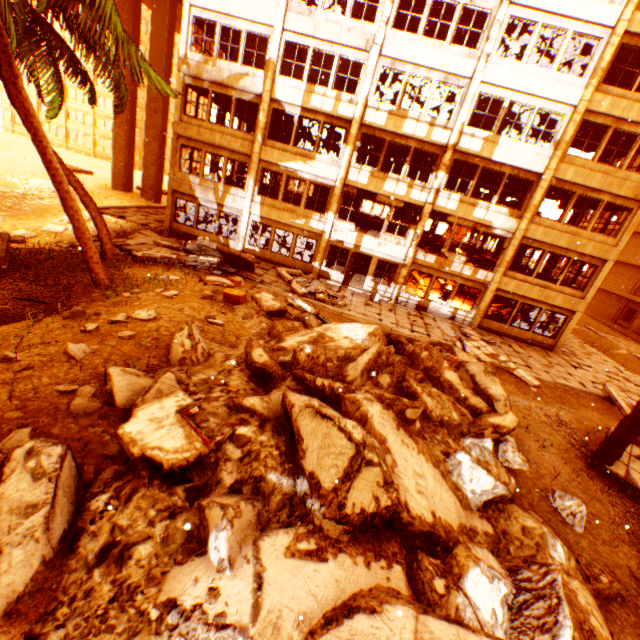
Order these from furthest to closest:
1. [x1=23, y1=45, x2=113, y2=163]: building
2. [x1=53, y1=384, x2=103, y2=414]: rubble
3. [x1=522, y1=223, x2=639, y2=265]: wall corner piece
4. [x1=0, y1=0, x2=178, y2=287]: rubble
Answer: [x1=23, y1=45, x2=113, y2=163]: building < [x1=522, y1=223, x2=639, y2=265]: wall corner piece < [x1=0, y1=0, x2=178, y2=287]: rubble < [x1=53, y1=384, x2=103, y2=414]: rubble

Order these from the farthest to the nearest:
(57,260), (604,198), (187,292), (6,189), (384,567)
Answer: (6,189) → (604,198) → (57,260) → (187,292) → (384,567)

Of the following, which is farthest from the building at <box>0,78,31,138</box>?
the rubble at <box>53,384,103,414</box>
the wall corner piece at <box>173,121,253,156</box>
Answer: the rubble at <box>53,384,103,414</box>

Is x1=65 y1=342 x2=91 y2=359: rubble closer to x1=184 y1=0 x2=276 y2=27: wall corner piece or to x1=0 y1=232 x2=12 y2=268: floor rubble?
x1=184 y1=0 x2=276 y2=27: wall corner piece

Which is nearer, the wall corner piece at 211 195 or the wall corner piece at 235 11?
the wall corner piece at 235 11

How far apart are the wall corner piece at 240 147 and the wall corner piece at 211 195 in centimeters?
225cm

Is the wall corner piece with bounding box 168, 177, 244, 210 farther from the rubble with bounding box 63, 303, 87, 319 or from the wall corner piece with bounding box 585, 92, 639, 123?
the wall corner piece with bounding box 585, 92, 639, 123

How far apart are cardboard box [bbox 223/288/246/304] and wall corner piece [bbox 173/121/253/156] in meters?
10.9
